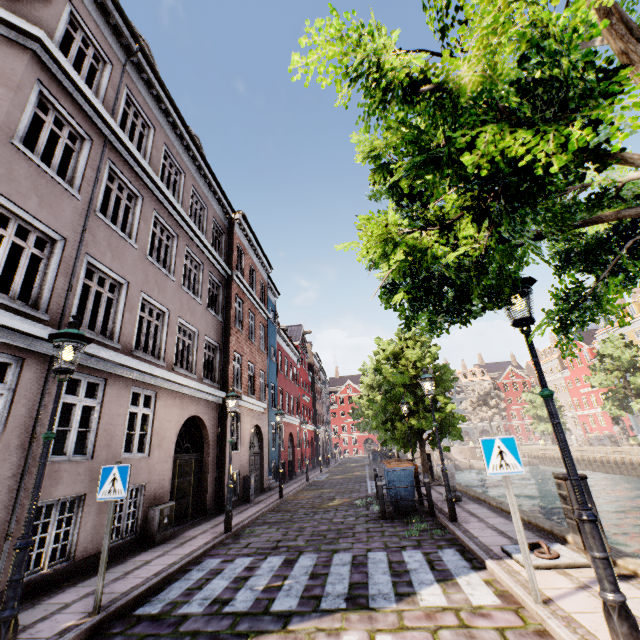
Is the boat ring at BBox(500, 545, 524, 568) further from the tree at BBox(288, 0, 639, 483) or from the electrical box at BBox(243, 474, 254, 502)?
the electrical box at BBox(243, 474, 254, 502)

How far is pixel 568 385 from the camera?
51.78m

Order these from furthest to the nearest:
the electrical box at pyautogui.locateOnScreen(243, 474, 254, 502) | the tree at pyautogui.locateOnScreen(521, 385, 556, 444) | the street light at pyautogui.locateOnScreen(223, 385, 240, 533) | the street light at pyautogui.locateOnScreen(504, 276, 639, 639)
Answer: the tree at pyautogui.locateOnScreen(521, 385, 556, 444) < the electrical box at pyautogui.locateOnScreen(243, 474, 254, 502) < the street light at pyautogui.locateOnScreen(223, 385, 240, 533) < the street light at pyautogui.locateOnScreen(504, 276, 639, 639)

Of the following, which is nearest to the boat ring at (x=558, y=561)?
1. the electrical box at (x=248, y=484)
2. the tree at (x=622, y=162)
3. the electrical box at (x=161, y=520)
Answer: the tree at (x=622, y=162)

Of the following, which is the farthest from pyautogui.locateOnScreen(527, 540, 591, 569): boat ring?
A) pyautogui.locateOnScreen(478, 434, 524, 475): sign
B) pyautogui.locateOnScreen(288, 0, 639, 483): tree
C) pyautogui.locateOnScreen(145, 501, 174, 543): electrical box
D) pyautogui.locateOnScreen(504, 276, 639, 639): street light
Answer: pyautogui.locateOnScreen(145, 501, 174, 543): electrical box

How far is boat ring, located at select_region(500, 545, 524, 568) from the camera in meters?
5.1

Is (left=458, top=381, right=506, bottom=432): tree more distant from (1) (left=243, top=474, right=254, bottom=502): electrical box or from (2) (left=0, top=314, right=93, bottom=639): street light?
(1) (left=243, top=474, right=254, bottom=502): electrical box

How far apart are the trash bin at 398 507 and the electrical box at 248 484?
6.6 meters
